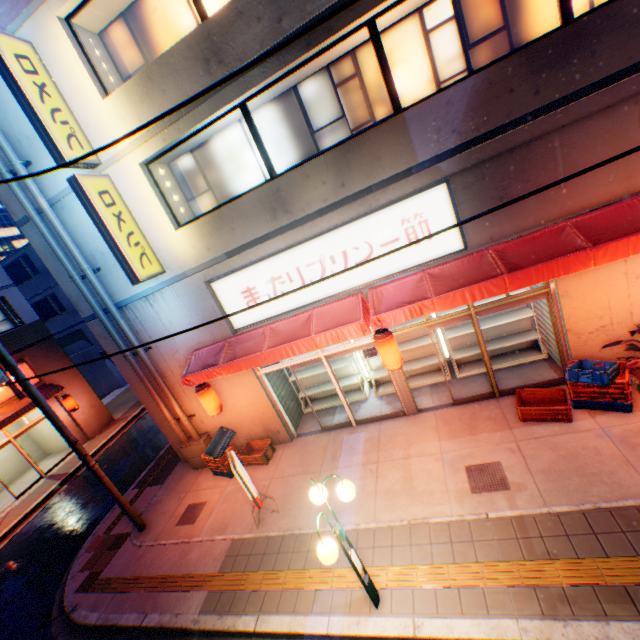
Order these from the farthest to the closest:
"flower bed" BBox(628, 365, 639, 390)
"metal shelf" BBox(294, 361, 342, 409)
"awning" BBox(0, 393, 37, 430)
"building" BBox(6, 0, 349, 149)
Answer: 1. "awning" BBox(0, 393, 37, 430)
2. "metal shelf" BBox(294, 361, 342, 409)
3. "flower bed" BBox(628, 365, 639, 390)
4. "building" BBox(6, 0, 349, 149)

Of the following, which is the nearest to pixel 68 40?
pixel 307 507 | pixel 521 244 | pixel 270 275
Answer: pixel 270 275

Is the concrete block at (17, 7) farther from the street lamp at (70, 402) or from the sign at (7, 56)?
the street lamp at (70, 402)

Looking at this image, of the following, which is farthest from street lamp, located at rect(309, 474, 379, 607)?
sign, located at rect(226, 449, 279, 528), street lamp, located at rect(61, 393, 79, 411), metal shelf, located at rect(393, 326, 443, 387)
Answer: street lamp, located at rect(61, 393, 79, 411)

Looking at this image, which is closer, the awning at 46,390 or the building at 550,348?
the building at 550,348

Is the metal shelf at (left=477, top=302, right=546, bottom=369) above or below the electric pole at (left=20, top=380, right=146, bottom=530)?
below

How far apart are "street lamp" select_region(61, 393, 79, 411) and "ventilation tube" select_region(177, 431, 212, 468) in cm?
997

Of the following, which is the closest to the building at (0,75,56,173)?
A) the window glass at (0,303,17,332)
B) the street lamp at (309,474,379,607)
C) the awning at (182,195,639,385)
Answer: the awning at (182,195,639,385)
